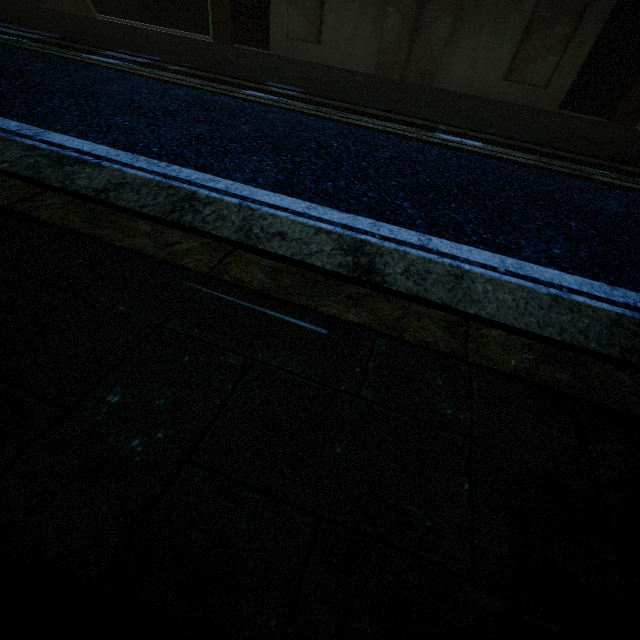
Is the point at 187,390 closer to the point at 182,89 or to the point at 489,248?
the point at 489,248
